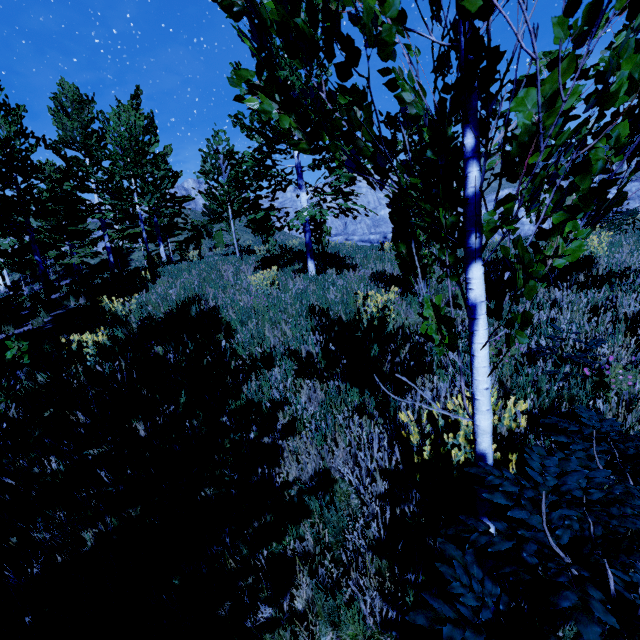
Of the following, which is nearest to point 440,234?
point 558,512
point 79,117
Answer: point 558,512

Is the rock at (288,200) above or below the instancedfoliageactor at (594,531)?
above

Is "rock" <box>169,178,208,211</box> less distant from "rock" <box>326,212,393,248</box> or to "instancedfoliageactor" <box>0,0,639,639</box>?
"rock" <box>326,212,393,248</box>

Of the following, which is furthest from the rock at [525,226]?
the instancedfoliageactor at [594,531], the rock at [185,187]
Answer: the instancedfoliageactor at [594,531]

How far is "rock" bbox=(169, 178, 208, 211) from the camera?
51.3 meters

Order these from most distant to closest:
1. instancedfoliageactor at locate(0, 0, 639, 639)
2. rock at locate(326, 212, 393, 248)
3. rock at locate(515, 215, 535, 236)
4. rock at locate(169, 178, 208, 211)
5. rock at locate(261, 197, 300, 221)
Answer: rock at locate(261, 197, 300, 221) < rock at locate(169, 178, 208, 211) < rock at locate(515, 215, 535, 236) < rock at locate(326, 212, 393, 248) < instancedfoliageactor at locate(0, 0, 639, 639)
